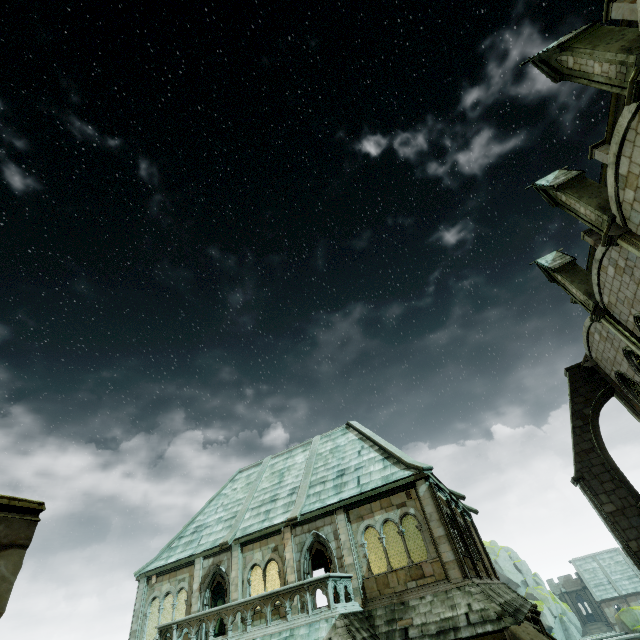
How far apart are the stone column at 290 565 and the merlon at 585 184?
20.23m

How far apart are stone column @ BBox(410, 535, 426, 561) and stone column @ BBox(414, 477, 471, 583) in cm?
1255

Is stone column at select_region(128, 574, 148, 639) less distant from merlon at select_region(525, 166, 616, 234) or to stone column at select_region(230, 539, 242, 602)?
stone column at select_region(230, 539, 242, 602)

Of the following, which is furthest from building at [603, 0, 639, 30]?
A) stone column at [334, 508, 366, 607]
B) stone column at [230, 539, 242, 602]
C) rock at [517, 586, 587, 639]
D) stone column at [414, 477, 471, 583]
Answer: stone column at [230, 539, 242, 602]

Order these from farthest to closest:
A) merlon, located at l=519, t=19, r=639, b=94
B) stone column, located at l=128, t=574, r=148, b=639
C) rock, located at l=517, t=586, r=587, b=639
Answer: rock, located at l=517, t=586, r=587, b=639, stone column, located at l=128, t=574, r=148, b=639, merlon, located at l=519, t=19, r=639, b=94

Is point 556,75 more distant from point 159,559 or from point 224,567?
point 159,559

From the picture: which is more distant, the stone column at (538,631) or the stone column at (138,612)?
the stone column at (138,612)

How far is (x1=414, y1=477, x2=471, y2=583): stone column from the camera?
12.7 meters
